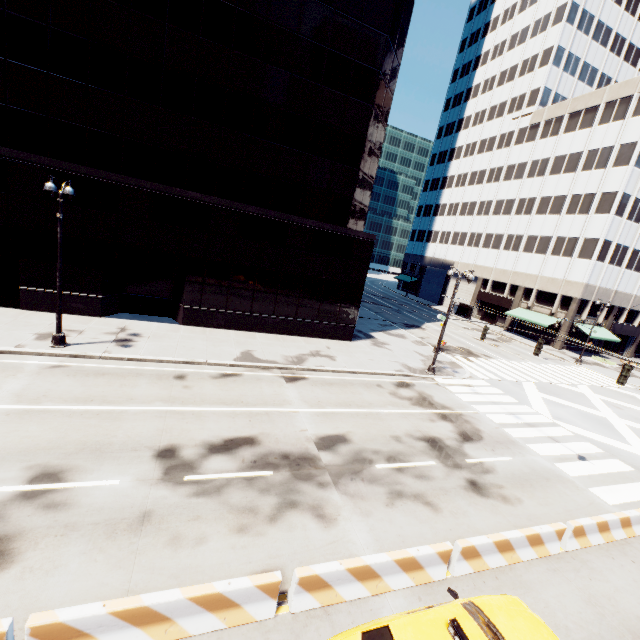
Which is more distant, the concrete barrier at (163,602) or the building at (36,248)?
the building at (36,248)

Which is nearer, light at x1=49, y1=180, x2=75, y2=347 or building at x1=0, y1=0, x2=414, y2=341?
light at x1=49, y1=180, x2=75, y2=347

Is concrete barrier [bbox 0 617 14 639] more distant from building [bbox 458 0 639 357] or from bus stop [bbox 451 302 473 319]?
bus stop [bbox 451 302 473 319]

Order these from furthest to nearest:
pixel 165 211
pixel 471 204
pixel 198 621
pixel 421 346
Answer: pixel 471 204, pixel 421 346, pixel 165 211, pixel 198 621

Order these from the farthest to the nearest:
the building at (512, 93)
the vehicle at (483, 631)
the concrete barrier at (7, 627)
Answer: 1. the building at (512, 93)
2. the vehicle at (483, 631)
3. the concrete barrier at (7, 627)

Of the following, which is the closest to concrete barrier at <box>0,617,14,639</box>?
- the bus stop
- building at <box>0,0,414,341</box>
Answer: building at <box>0,0,414,341</box>

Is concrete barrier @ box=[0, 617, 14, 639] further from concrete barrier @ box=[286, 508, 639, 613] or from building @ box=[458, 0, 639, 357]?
building @ box=[458, 0, 639, 357]

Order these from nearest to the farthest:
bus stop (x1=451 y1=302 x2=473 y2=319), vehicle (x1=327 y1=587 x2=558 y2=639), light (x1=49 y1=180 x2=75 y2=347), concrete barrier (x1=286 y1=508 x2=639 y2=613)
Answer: vehicle (x1=327 y1=587 x2=558 y2=639) < concrete barrier (x1=286 y1=508 x2=639 y2=613) < light (x1=49 y1=180 x2=75 y2=347) < bus stop (x1=451 y1=302 x2=473 y2=319)
